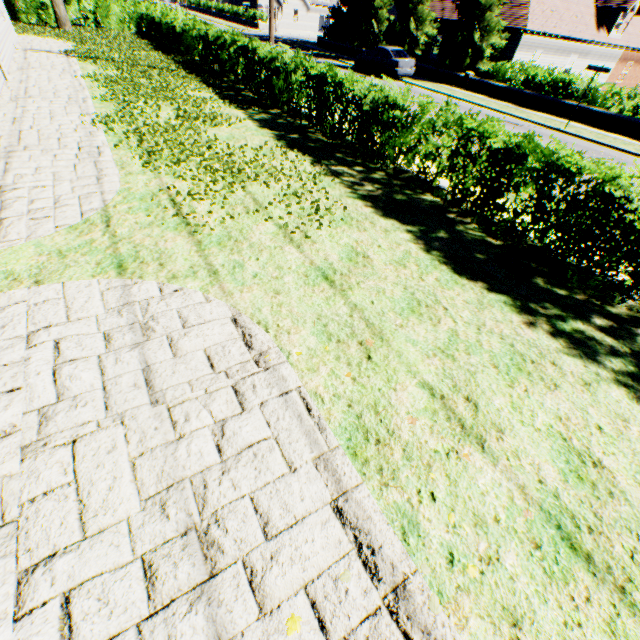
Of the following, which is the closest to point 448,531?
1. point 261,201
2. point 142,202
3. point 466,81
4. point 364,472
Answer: point 364,472

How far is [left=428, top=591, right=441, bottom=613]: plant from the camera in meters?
2.3 m

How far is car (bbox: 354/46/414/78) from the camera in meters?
21.4

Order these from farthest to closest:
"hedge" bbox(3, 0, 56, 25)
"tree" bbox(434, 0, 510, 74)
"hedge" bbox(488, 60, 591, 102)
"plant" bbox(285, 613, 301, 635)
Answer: "hedge" bbox(3, 0, 56, 25) < "tree" bbox(434, 0, 510, 74) < "hedge" bbox(488, 60, 591, 102) < "plant" bbox(285, 613, 301, 635)

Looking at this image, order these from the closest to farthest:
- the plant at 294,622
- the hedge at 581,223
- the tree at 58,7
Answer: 1. the plant at 294,622
2. the hedge at 581,223
3. the tree at 58,7

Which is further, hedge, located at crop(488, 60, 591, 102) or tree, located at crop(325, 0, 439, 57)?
tree, located at crop(325, 0, 439, 57)

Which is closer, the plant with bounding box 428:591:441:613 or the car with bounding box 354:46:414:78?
the plant with bounding box 428:591:441:613

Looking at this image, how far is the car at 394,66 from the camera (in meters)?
21.36
